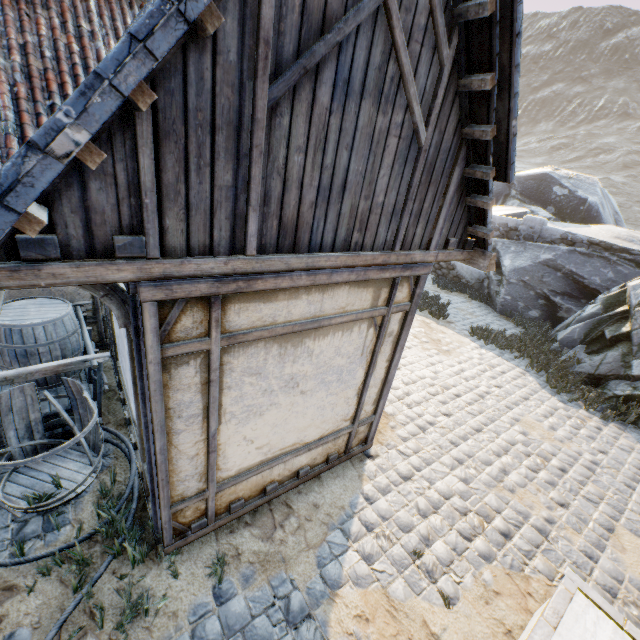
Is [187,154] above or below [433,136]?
below

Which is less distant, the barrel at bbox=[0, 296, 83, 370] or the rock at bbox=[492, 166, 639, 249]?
the barrel at bbox=[0, 296, 83, 370]

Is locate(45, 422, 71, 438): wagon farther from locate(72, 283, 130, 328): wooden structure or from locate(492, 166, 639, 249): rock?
locate(492, 166, 639, 249): rock

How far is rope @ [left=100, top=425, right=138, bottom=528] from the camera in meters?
3.5

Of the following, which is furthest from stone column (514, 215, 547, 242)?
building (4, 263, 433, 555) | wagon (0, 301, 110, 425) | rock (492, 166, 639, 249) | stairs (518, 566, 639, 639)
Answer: wagon (0, 301, 110, 425)

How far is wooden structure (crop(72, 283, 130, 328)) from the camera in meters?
2.2 m

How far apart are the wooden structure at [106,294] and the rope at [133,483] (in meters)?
2.44

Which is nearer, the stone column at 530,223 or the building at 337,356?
the building at 337,356
